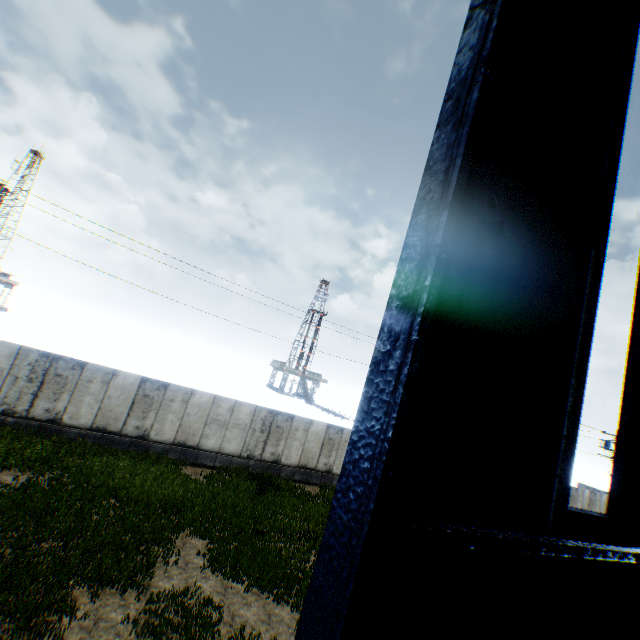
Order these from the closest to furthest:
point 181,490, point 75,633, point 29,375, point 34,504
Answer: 1. point 75,633
2. point 34,504
3. point 181,490
4. point 29,375
